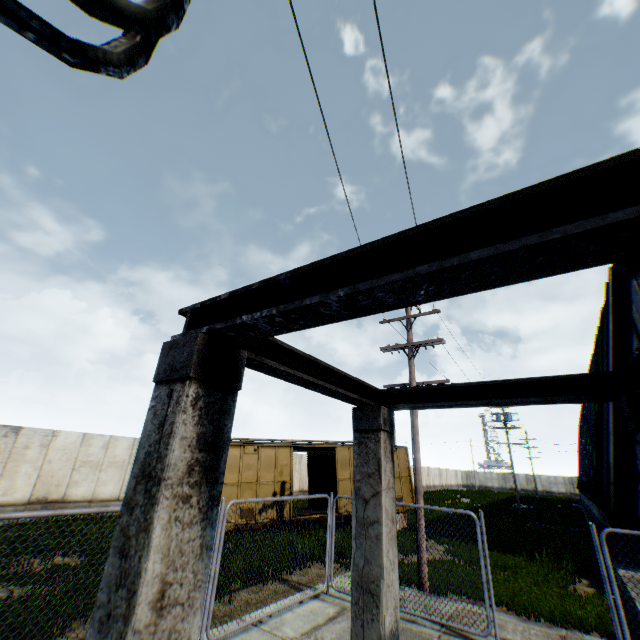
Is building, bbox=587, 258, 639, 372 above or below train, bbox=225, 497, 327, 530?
above

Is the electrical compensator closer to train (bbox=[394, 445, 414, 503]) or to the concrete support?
the concrete support

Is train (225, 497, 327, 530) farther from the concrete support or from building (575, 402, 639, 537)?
the concrete support

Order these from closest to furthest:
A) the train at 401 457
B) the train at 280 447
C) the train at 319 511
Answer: the train at 319 511 → the train at 280 447 → the train at 401 457

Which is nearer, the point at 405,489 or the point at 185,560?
the point at 185,560

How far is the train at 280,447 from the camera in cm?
1428

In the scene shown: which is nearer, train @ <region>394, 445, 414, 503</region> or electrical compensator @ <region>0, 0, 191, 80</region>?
electrical compensator @ <region>0, 0, 191, 80</region>
